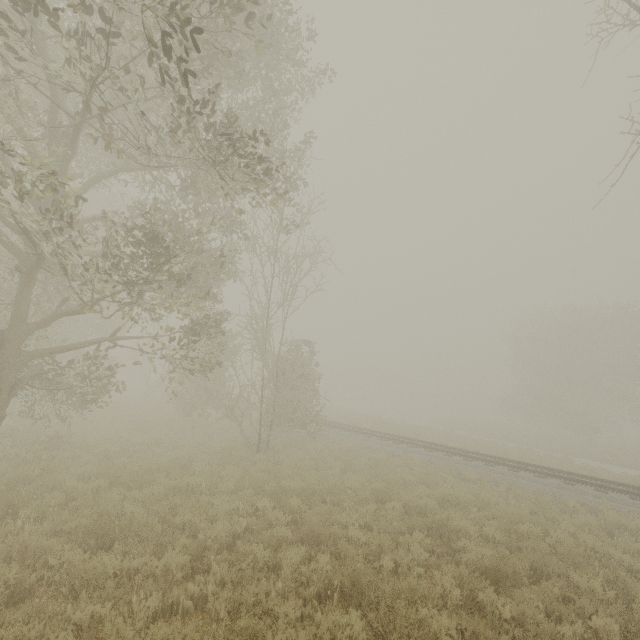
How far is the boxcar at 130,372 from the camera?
48.38m

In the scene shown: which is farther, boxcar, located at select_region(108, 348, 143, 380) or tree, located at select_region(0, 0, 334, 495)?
boxcar, located at select_region(108, 348, 143, 380)

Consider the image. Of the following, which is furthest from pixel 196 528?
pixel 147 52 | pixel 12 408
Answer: pixel 12 408

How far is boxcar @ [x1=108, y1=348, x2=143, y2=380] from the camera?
48.4 meters

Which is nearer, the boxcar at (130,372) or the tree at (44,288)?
the tree at (44,288)
